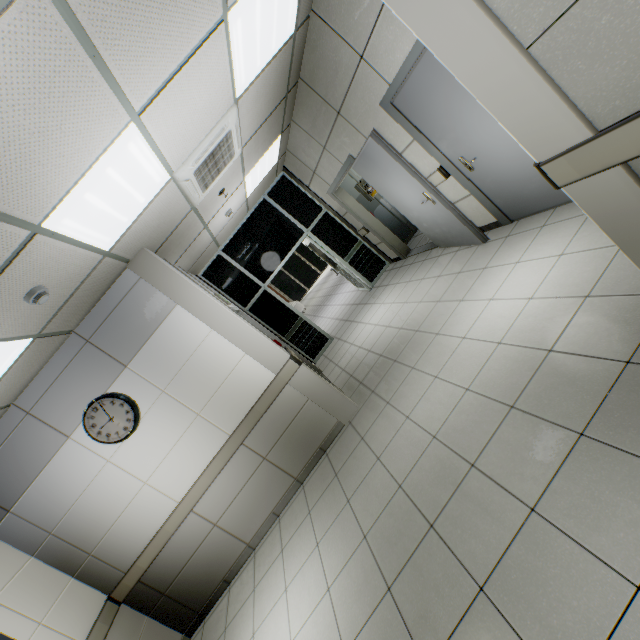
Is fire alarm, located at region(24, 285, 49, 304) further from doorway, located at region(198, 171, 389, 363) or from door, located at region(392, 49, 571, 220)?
doorway, located at region(198, 171, 389, 363)

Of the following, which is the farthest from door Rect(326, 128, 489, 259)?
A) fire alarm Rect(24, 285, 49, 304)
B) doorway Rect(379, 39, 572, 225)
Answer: fire alarm Rect(24, 285, 49, 304)

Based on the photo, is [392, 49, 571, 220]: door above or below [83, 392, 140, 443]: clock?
below

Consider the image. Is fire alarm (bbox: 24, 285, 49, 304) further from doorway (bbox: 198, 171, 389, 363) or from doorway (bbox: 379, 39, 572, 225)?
doorway (bbox: 198, 171, 389, 363)

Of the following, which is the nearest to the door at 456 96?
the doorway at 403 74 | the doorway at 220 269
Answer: the doorway at 403 74

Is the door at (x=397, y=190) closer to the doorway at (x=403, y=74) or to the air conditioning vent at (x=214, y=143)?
the doorway at (x=403, y=74)

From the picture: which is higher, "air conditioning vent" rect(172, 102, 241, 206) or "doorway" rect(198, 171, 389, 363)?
"air conditioning vent" rect(172, 102, 241, 206)

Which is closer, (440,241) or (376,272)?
(440,241)
